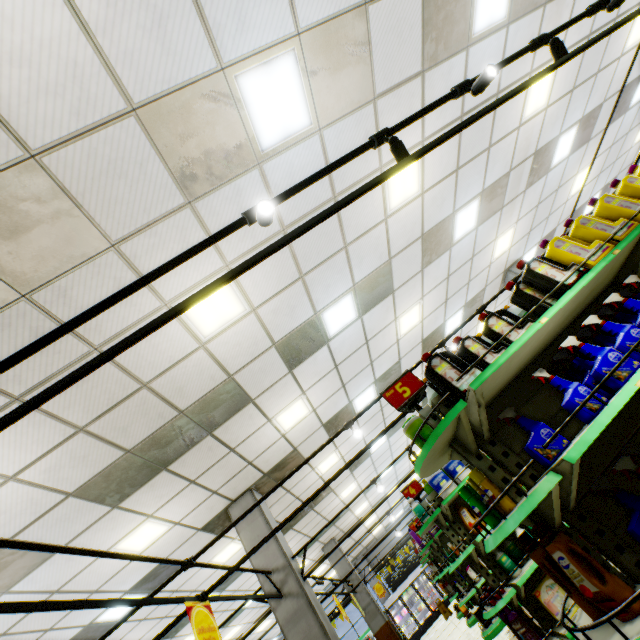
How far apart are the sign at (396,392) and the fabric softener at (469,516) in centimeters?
326cm

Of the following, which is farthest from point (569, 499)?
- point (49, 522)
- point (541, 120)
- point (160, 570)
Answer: point (160, 570)

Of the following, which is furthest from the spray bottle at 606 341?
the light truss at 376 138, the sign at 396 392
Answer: the light truss at 376 138

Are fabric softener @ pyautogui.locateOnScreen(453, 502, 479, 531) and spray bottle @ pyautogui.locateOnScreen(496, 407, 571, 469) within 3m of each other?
no

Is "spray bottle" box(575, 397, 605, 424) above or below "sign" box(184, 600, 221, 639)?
below

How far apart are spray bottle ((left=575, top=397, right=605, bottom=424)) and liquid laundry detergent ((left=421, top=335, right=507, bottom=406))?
0.3 meters

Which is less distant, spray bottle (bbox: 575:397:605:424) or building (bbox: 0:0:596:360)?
spray bottle (bbox: 575:397:605:424)

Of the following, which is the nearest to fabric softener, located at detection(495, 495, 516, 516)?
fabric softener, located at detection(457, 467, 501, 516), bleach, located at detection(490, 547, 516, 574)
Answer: fabric softener, located at detection(457, 467, 501, 516)
